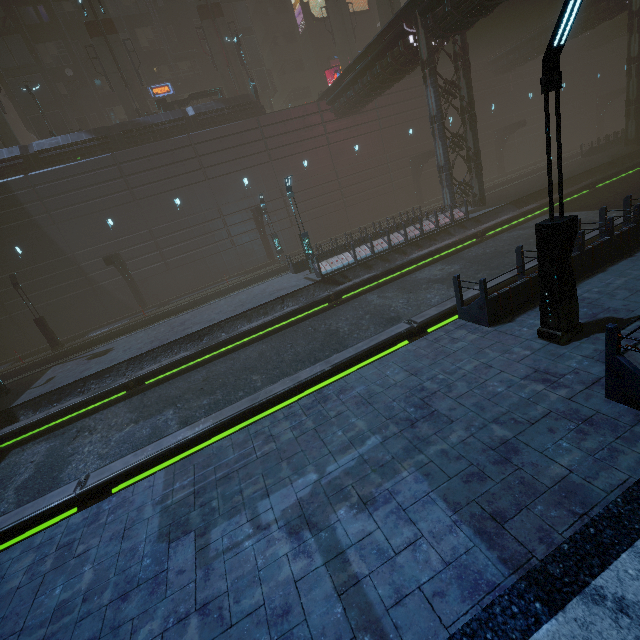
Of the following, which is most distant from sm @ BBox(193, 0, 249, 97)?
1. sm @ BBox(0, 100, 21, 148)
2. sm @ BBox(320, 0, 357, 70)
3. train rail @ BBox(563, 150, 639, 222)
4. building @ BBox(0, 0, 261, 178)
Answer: train rail @ BBox(563, 150, 639, 222)

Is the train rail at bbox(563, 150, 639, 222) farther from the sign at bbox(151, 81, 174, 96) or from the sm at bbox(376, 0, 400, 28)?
the sign at bbox(151, 81, 174, 96)

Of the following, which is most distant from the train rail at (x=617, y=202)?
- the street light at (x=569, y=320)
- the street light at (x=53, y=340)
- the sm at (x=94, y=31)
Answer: the sm at (x=94, y=31)

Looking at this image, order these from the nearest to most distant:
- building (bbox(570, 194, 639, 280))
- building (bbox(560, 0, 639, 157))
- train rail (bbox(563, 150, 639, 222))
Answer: → building (bbox(570, 194, 639, 280)) < train rail (bbox(563, 150, 639, 222)) < building (bbox(560, 0, 639, 157))

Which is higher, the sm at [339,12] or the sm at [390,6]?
the sm at [339,12]

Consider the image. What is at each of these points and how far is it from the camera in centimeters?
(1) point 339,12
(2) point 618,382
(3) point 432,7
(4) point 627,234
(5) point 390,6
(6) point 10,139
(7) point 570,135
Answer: (1) sm, 3275cm
(2) building, 481cm
(3) building, 1709cm
(4) building, 926cm
(5) sm, 2702cm
(6) sm, 2570cm
(7) building, 4194cm

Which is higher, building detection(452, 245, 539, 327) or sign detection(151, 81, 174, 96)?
sign detection(151, 81, 174, 96)

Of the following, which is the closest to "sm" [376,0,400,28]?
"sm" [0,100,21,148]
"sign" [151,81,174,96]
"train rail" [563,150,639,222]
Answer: "train rail" [563,150,639,222]
